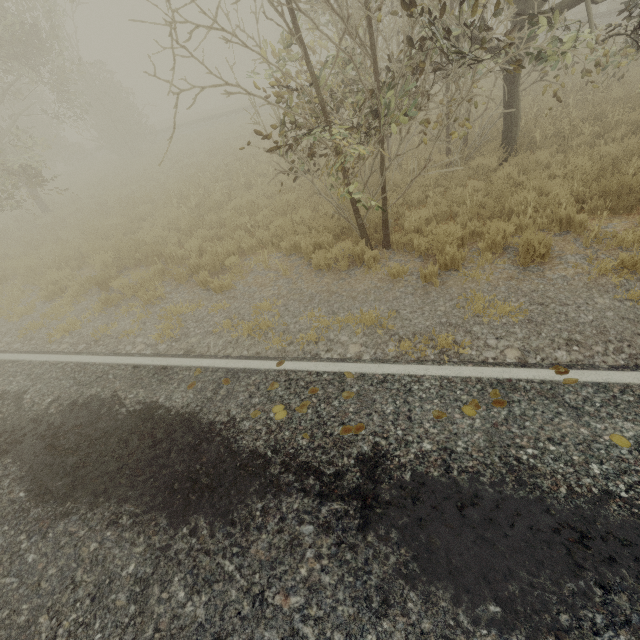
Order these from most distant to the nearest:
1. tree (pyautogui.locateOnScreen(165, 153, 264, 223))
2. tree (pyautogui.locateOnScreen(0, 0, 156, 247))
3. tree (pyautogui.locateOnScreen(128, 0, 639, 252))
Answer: tree (pyautogui.locateOnScreen(0, 0, 156, 247))
tree (pyautogui.locateOnScreen(165, 153, 264, 223))
tree (pyautogui.locateOnScreen(128, 0, 639, 252))

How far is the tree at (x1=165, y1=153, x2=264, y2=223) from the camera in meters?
10.4 m

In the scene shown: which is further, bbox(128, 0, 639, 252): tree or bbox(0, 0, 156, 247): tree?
bbox(0, 0, 156, 247): tree

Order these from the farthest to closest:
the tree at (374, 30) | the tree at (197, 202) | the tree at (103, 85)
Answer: the tree at (103, 85), the tree at (197, 202), the tree at (374, 30)

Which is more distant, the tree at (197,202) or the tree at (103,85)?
the tree at (103,85)

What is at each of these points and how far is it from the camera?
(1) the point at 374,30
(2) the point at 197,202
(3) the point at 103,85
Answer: (1) tree, 7.6m
(2) tree, 11.1m
(3) tree, 20.2m
